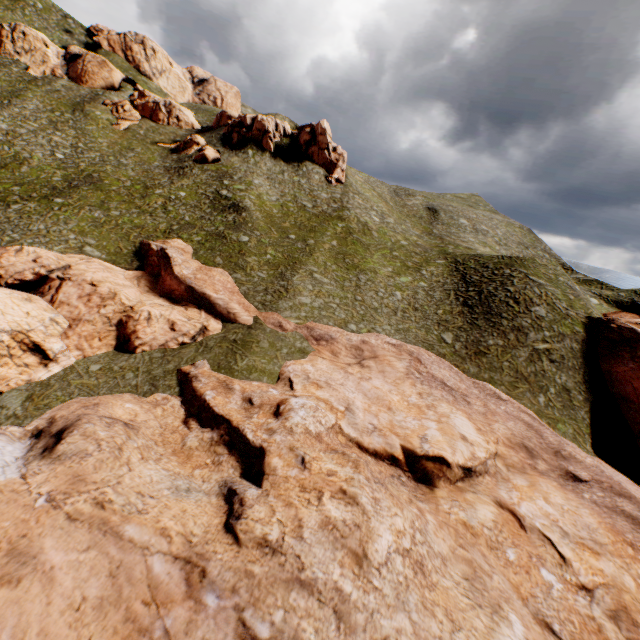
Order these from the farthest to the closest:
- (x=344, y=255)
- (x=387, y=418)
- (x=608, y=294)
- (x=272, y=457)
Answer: (x=608, y=294), (x=344, y=255), (x=387, y=418), (x=272, y=457)

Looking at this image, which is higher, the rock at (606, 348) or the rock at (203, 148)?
the rock at (203, 148)

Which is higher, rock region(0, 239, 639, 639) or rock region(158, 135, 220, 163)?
rock region(158, 135, 220, 163)

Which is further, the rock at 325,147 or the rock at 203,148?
the rock at 325,147

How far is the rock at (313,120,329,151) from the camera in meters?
58.4 m

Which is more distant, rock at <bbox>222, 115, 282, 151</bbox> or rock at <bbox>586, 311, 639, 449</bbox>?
rock at <bbox>222, 115, 282, 151</bbox>
